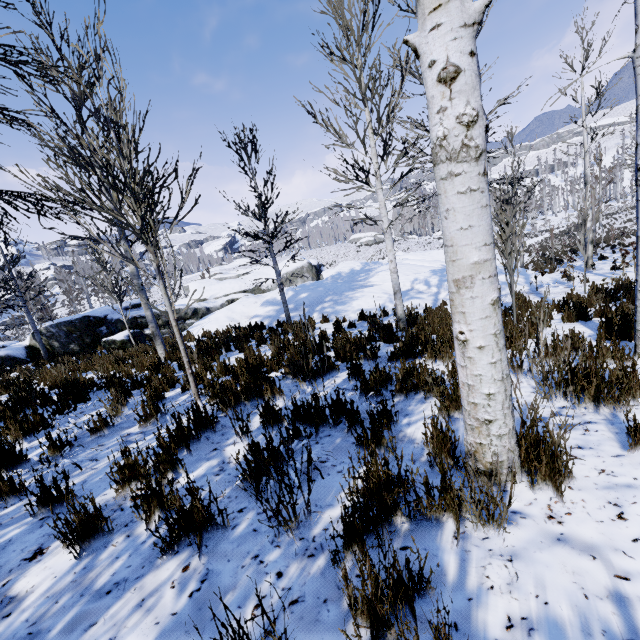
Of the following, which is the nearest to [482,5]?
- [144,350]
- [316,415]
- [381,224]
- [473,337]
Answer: [473,337]

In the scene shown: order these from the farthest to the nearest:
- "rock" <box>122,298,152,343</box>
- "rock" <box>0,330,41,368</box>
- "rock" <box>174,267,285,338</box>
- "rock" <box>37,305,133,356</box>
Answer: "rock" <box>122,298,152,343</box>
"rock" <box>37,305,133,356</box>
"rock" <box>0,330,41,368</box>
"rock" <box>174,267,285,338</box>

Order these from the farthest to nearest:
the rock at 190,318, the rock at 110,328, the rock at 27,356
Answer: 1. the rock at 110,328
2. the rock at 27,356
3. the rock at 190,318

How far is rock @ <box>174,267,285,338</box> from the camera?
12.29m

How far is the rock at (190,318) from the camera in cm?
1229

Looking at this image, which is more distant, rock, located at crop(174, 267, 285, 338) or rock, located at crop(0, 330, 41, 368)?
rock, located at crop(0, 330, 41, 368)
